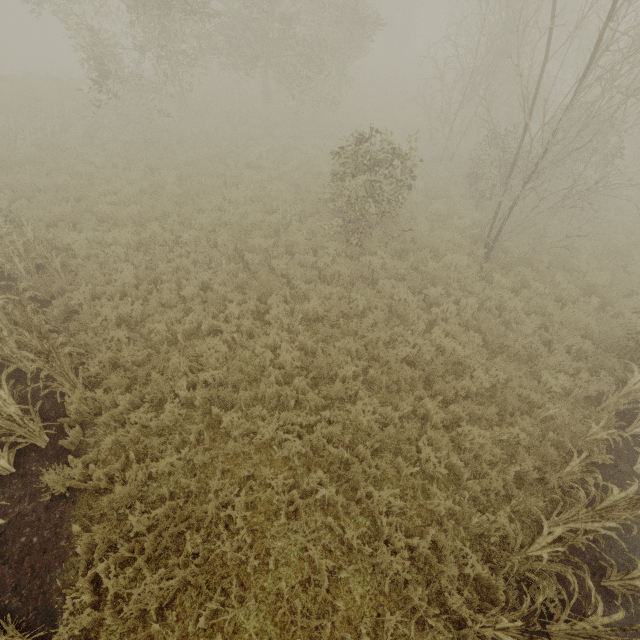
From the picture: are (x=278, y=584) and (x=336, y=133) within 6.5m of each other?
no
